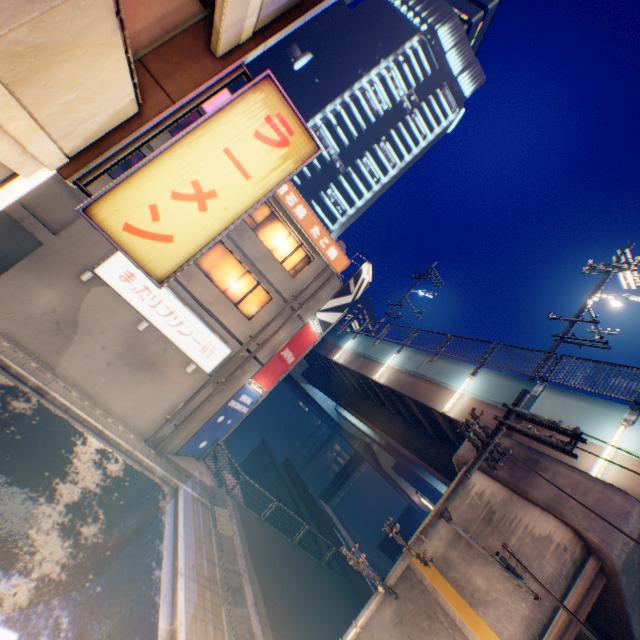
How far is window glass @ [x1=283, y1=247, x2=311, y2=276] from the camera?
16.4m

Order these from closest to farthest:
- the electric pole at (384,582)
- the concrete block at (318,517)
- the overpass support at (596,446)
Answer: the electric pole at (384,582)
the overpass support at (596,446)
the concrete block at (318,517)

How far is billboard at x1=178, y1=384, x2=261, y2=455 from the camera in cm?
1551

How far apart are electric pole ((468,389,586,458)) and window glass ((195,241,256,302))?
10.82m

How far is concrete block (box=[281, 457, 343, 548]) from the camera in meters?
22.0 m

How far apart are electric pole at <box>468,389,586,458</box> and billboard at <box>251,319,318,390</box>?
10.0m

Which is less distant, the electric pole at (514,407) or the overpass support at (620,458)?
the electric pole at (514,407)

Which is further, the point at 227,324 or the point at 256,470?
the point at 256,470
